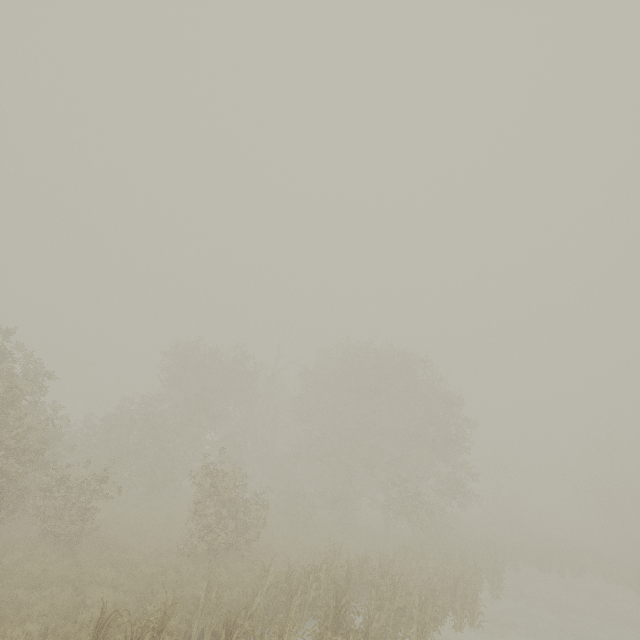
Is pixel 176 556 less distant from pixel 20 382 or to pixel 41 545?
pixel 41 545
